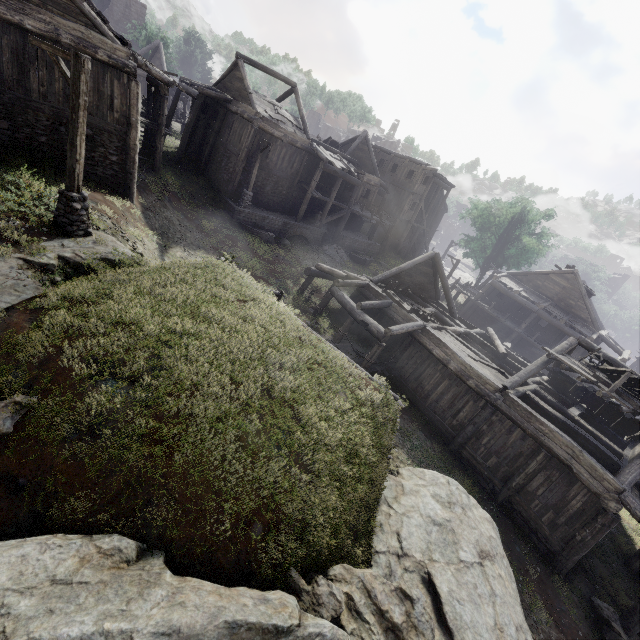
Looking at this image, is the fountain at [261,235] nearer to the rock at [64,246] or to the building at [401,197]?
the building at [401,197]

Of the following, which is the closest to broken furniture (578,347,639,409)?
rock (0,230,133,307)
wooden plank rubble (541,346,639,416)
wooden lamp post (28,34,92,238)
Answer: wooden plank rubble (541,346,639,416)

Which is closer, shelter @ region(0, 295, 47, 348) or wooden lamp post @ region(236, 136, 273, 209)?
shelter @ region(0, 295, 47, 348)

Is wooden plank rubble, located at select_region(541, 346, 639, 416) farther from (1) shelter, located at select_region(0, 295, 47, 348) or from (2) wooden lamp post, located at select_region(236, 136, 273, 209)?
(2) wooden lamp post, located at select_region(236, 136, 273, 209)

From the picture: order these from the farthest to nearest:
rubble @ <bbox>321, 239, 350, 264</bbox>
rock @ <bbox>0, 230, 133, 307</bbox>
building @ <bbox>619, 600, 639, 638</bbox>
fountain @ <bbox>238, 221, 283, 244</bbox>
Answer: rubble @ <bbox>321, 239, 350, 264</bbox>, fountain @ <bbox>238, 221, 283, 244</bbox>, building @ <bbox>619, 600, 639, 638</bbox>, rock @ <bbox>0, 230, 133, 307</bbox>

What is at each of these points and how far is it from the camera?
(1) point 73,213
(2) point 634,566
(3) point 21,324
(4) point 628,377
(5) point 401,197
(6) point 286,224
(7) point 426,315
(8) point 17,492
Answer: (1) wooden lamp post, 9.75m
(2) building, 13.18m
(3) shelter, 6.51m
(4) broken furniture, 12.37m
(5) building, 35.06m
(6) building base, 25.11m
(7) broken furniture, 17.16m
(8) shelter, 4.86m

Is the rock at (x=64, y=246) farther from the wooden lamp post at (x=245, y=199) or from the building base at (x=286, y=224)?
the wooden lamp post at (x=245, y=199)

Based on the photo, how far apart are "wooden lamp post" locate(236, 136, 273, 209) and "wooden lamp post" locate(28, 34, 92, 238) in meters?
13.0
